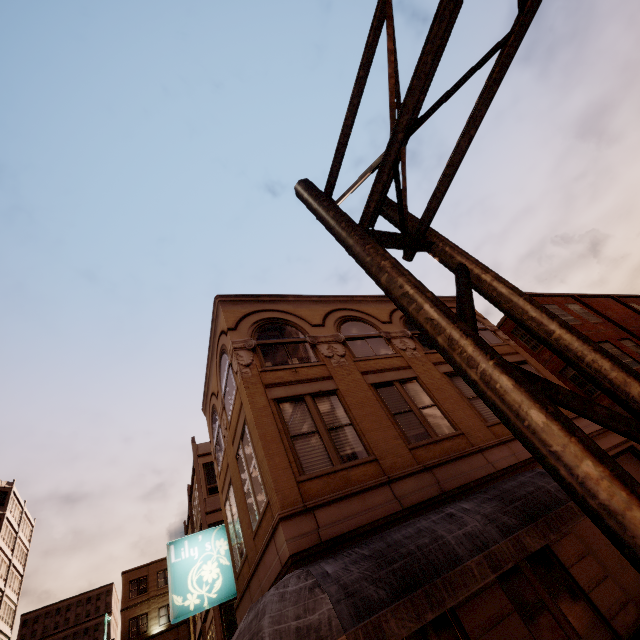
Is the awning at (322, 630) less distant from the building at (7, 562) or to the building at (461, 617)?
the building at (461, 617)

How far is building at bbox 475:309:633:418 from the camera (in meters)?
14.95

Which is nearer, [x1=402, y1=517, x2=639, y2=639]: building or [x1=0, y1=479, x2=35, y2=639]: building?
[x1=402, y1=517, x2=639, y2=639]: building

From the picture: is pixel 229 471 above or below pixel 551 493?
above

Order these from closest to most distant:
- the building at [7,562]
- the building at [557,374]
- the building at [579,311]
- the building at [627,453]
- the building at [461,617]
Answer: the building at [461,617] → the building at [627,453] → the building at [557,374] → the building at [579,311] → the building at [7,562]

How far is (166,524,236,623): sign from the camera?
10.4 meters

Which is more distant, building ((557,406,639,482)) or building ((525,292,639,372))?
building ((525,292,639,372))

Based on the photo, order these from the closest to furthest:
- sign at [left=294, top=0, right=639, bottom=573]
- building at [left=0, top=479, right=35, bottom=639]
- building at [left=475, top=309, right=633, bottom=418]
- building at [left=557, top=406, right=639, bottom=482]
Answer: sign at [left=294, top=0, right=639, bottom=573], building at [left=557, top=406, right=639, bottom=482], building at [left=475, top=309, right=633, bottom=418], building at [left=0, top=479, right=35, bottom=639]
